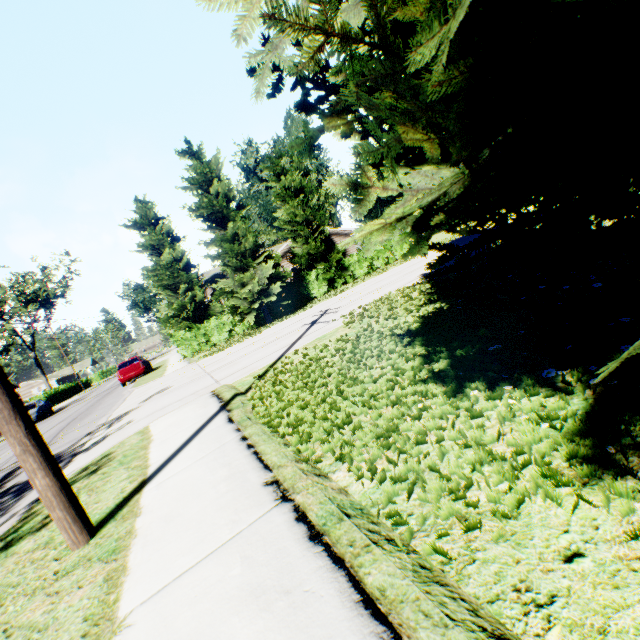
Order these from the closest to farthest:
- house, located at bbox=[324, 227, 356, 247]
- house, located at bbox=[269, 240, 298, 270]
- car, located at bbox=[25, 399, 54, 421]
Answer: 1. car, located at bbox=[25, 399, 54, 421]
2. house, located at bbox=[269, 240, 298, 270]
3. house, located at bbox=[324, 227, 356, 247]

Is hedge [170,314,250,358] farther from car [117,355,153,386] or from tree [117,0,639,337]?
car [117,355,153,386]

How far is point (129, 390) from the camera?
17.8 meters

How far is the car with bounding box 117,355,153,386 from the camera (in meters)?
21.73

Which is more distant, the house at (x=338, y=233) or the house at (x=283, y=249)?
the house at (x=338, y=233)

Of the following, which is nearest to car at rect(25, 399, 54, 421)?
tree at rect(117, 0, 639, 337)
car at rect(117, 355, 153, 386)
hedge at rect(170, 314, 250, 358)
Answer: car at rect(117, 355, 153, 386)

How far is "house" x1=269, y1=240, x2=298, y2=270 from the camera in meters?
31.1

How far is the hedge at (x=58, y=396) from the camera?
38.9 meters
